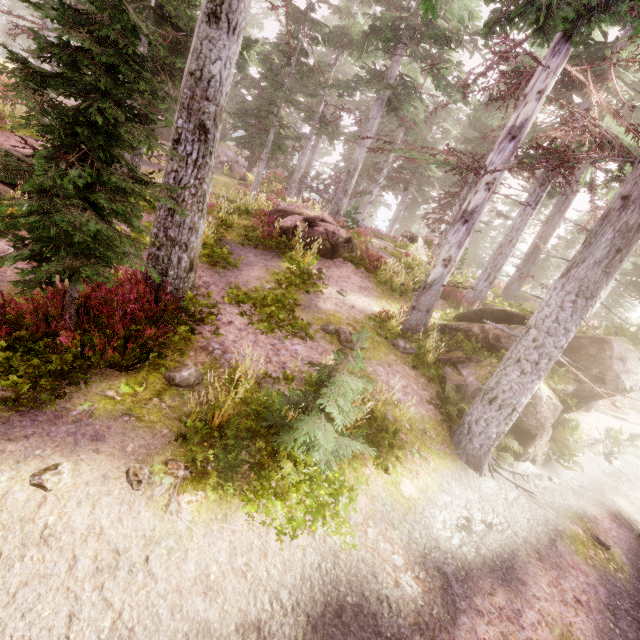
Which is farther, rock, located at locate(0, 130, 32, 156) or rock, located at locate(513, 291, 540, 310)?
rock, located at locate(513, 291, 540, 310)

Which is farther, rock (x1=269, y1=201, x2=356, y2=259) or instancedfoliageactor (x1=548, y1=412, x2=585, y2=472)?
rock (x1=269, y1=201, x2=356, y2=259)

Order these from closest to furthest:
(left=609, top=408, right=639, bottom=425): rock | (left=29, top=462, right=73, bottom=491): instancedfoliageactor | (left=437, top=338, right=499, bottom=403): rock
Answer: (left=29, top=462, right=73, bottom=491): instancedfoliageactor, (left=437, top=338, right=499, bottom=403): rock, (left=609, top=408, right=639, bottom=425): rock

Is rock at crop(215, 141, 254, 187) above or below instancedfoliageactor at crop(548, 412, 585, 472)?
above

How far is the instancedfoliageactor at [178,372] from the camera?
5.8 meters

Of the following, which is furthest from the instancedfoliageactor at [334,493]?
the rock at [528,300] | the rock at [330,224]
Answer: the rock at [330,224]

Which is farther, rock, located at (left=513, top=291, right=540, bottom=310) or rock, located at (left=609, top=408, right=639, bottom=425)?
rock, located at (left=609, top=408, right=639, bottom=425)

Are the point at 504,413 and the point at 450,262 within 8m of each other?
yes
